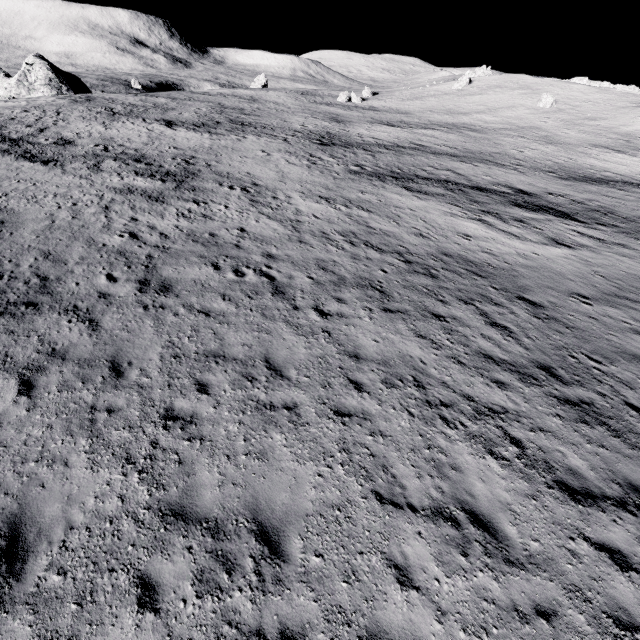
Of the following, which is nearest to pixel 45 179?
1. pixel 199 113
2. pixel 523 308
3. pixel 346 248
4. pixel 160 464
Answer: pixel 346 248
